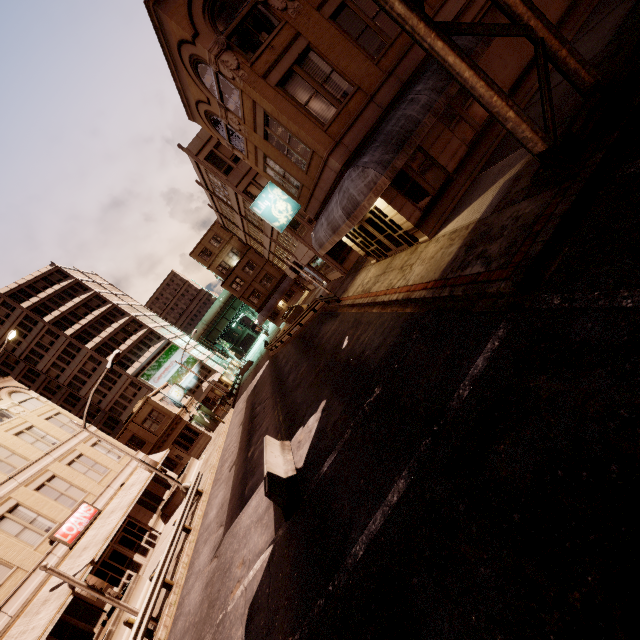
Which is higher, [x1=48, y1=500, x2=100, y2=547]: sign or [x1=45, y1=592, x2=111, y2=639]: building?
[x1=48, y1=500, x2=100, y2=547]: sign

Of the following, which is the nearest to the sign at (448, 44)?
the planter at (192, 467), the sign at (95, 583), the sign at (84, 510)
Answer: the sign at (95, 583)

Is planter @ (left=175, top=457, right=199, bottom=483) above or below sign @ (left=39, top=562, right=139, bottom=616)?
below

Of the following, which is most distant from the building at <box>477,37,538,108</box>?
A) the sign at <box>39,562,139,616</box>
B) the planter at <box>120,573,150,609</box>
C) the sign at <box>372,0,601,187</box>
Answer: the planter at <box>120,573,150,609</box>

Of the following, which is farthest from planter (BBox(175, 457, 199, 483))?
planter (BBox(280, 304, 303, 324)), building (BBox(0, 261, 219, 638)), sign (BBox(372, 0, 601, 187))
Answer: sign (BBox(372, 0, 601, 187))

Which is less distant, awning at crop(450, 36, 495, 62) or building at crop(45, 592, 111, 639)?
awning at crop(450, 36, 495, 62)

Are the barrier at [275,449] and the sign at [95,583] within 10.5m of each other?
yes

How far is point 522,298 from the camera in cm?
657
